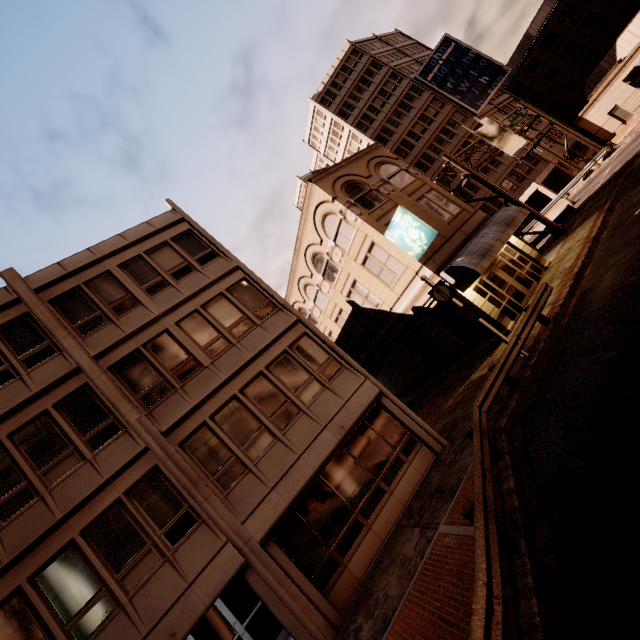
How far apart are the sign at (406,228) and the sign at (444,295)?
3.52m

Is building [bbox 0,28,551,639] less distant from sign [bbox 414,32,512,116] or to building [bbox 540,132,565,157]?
building [bbox 540,132,565,157]

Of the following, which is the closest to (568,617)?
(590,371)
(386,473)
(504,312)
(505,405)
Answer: (590,371)

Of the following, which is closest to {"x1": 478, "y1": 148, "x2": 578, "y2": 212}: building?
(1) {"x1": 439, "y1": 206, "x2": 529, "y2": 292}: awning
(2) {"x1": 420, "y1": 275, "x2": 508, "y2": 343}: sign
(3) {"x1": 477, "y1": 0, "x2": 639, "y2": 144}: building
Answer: (3) {"x1": 477, "y1": 0, "x2": 639, "y2": 144}: building

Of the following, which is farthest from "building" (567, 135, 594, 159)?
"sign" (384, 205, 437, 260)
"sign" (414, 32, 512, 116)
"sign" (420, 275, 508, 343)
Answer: "sign" (420, 275, 508, 343)

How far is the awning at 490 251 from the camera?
15.32m

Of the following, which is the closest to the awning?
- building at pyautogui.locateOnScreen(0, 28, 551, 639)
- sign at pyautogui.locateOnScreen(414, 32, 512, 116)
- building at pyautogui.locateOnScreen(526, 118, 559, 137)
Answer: building at pyautogui.locateOnScreen(0, 28, 551, 639)

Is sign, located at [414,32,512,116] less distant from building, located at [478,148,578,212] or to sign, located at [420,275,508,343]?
building, located at [478,148,578,212]
